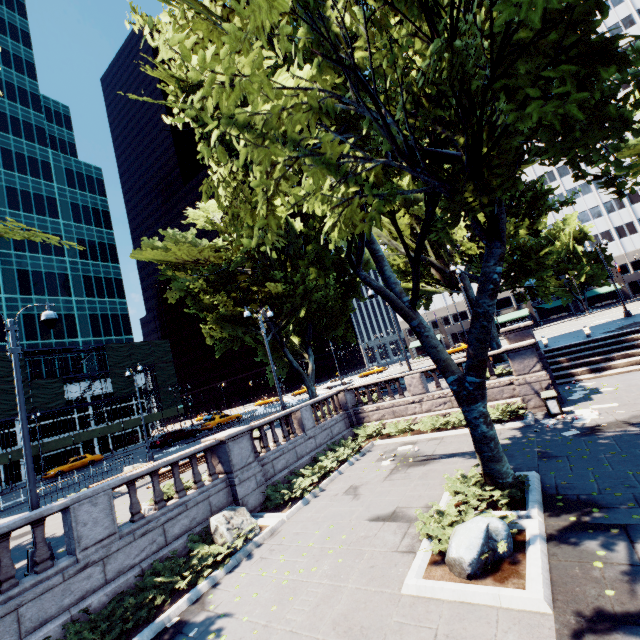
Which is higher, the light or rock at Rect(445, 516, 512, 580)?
the light

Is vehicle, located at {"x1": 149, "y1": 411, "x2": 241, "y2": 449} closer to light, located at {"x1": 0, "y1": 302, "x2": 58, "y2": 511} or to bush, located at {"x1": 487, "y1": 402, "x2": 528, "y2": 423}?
bush, located at {"x1": 487, "y1": 402, "x2": 528, "y2": 423}

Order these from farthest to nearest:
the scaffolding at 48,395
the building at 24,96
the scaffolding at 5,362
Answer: the building at 24,96
the scaffolding at 48,395
the scaffolding at 5,362

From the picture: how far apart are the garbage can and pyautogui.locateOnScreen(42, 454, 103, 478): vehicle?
44.1 meters

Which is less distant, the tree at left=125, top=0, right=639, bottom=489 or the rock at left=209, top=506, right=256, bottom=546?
the tree at left=125, top=0, right=639, bottom=489

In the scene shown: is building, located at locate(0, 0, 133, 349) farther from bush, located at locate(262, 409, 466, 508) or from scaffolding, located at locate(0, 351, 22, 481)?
bush, located at locate(262, 409, 466, 508)

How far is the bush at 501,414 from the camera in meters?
14.3

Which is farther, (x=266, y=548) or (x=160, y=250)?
(x=160, y=250)
